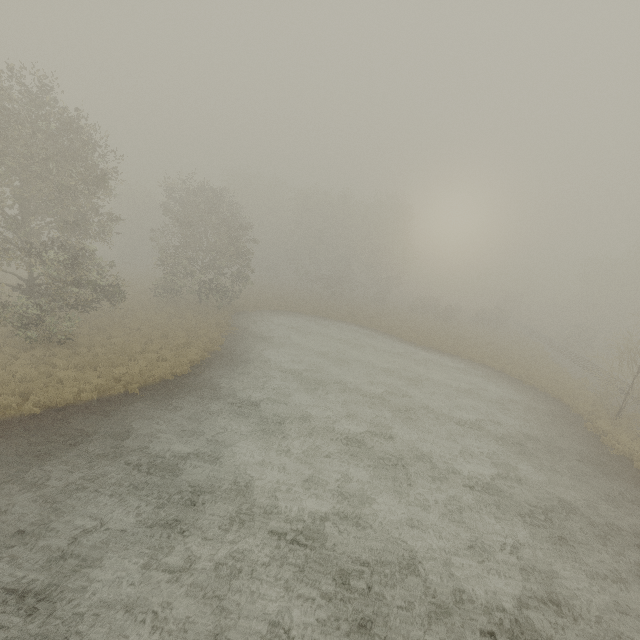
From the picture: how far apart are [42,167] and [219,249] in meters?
13.4 m
